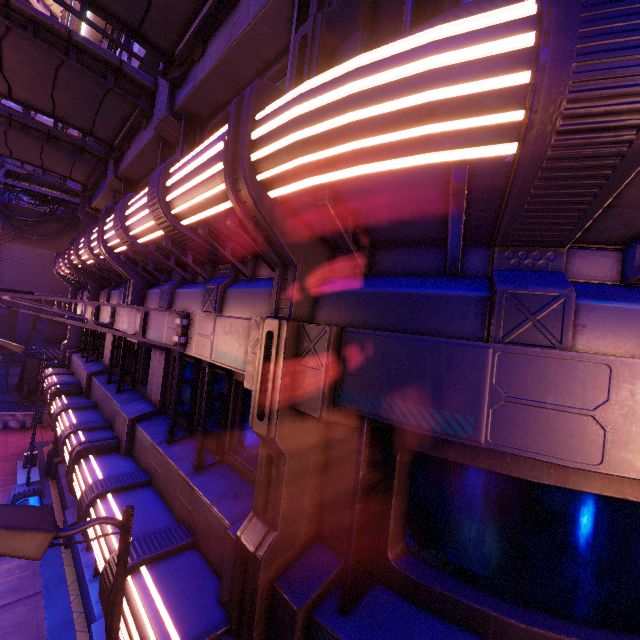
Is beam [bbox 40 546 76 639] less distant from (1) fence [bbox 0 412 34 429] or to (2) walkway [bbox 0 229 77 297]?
(1) fence [bbox 0 412 34 429]

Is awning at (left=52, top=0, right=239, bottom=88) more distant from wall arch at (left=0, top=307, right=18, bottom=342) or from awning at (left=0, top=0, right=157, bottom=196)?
wall arch at (left=0, top=307, right=18, bottom=342)

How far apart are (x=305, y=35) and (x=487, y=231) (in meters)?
2.45

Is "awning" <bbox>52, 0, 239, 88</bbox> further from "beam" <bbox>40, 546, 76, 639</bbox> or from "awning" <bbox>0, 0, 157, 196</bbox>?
"beam" <bbox>40, 546, 76, 639</bbox>

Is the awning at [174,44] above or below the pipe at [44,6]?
below

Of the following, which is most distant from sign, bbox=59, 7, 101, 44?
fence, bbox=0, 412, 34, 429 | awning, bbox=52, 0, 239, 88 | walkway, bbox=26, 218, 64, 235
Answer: fence, bbox=0, 412, 34, 429

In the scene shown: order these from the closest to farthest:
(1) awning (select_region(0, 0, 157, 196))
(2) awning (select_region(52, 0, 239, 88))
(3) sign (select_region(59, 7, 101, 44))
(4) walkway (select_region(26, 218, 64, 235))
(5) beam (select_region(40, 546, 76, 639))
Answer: (2) awning (select_region(52, 0, 239, 88)), (1) awning (select_region(0, 0, 157, 196)), (5) beam (select_region(40, 546, 76, 639)), (3) sign (select_region(59, 7, 101, 44)), (4) walkway (select_region(26, 218, 64, 235))

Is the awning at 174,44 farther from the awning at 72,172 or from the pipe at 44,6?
the pipe at 44,6
